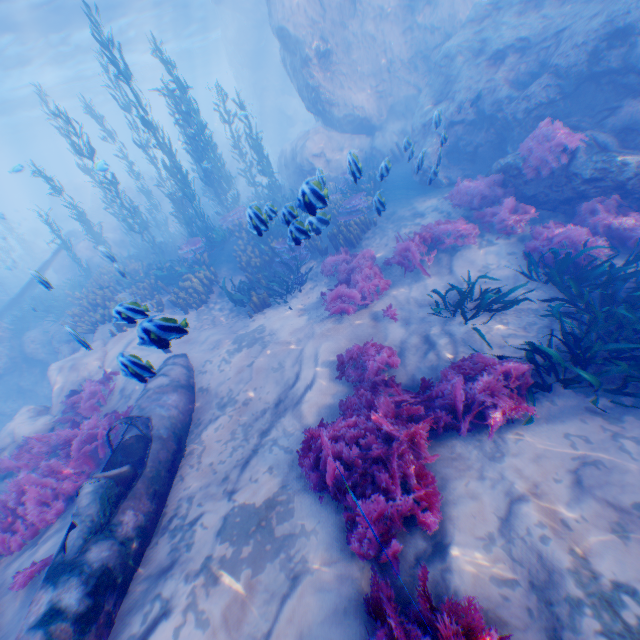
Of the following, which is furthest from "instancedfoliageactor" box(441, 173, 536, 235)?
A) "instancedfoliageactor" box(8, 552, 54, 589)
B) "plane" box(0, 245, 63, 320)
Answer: "instancedfoliageactor" box(8, 552, 54, 589)

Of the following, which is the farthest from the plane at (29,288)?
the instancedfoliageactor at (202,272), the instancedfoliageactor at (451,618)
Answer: the instancedfoliageactor at (451,618)

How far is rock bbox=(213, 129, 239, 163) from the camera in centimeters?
3281cm

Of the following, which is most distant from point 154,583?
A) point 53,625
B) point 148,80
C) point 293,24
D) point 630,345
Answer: point 148,80

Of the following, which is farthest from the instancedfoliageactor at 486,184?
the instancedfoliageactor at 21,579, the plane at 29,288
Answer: the instancedfoliageactor at 21,579

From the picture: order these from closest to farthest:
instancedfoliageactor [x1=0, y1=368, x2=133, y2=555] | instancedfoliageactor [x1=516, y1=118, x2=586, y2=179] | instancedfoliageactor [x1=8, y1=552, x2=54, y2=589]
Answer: instancedfoliageactor [x1=8, y1=552, x2=54, y2=589] → instancedfoliageactor [x1=0, y1=368, x2=133, y2=555] → instancedfoliageactor [x1=516, y1=118, x2=586, y2=179]

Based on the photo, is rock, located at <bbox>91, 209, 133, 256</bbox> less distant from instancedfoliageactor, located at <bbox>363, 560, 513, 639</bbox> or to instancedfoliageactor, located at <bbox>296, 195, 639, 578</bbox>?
instancedfoliageactor, located at <bbox>296, 195, 639, 578</bbox>

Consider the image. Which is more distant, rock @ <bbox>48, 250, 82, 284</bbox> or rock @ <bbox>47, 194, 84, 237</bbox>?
rock @ <bbox>47, 194, 84, 237</bbox>
